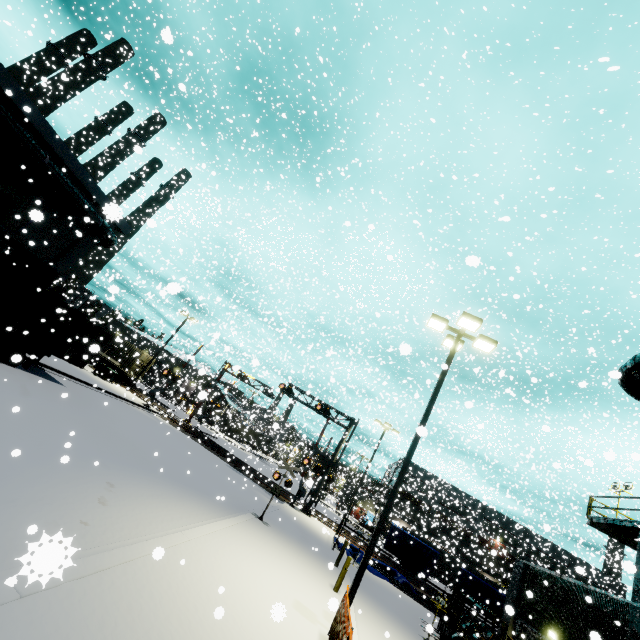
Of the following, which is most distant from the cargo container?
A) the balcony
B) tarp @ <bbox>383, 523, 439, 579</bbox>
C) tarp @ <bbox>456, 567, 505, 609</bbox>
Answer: tarp @ <bbox>456, 567, 505, 609</bbox>

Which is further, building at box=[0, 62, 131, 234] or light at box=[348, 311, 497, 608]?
building at box=[0, 62, 131, 234]

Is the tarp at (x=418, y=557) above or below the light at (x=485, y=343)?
below

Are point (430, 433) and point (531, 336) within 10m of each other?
no

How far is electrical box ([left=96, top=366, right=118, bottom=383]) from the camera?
29.4m

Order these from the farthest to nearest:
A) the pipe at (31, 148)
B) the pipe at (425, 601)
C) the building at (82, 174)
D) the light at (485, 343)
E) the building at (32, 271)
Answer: the pipe at (425, 601) < the building at (32, 271) < the pipe at (31, 148) < the building at (82, 174) < the light at (485, 343)

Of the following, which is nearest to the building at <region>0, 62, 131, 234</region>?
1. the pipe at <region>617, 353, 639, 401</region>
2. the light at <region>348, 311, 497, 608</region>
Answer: the pipe at <region>617, 353, 639, 401</region>

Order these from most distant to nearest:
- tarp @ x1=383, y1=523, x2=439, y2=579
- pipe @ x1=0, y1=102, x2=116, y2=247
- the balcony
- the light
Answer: tarp @ x1=383, y1=523, x2=439, y2=579
pipe @ x1=0, y1=102, x2=116, y2=247
the balcony
the light
